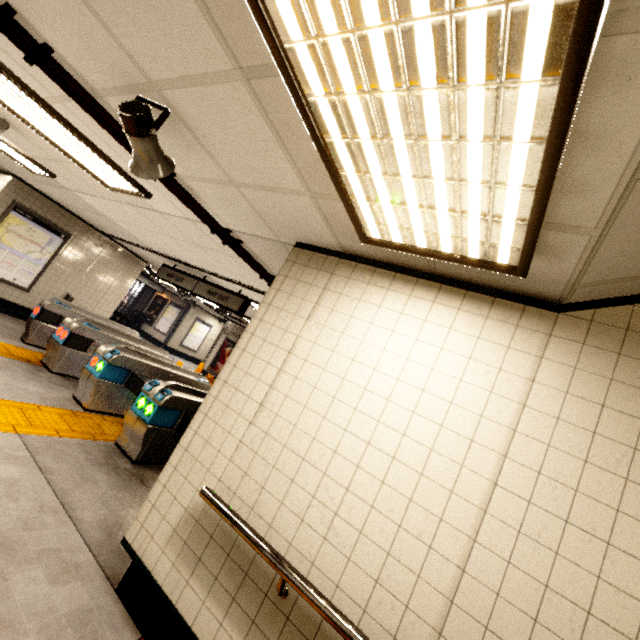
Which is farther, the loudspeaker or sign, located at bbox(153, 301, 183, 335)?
sign, located at bbox(153, 301, 183, 335)

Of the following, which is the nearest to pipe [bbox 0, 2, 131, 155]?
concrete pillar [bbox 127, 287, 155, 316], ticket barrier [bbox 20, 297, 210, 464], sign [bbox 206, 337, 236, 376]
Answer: ticket barrier [bbox 20, 297, 210, 464]

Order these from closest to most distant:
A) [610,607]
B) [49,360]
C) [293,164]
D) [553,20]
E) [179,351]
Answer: [553,20] → [610,607] → [293,164] → [49,360] → [179,351]

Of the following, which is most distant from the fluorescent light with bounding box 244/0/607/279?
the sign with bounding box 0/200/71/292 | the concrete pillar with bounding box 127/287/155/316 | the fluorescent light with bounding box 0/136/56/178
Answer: the concrete pillar with bounding box 127/287/155/316

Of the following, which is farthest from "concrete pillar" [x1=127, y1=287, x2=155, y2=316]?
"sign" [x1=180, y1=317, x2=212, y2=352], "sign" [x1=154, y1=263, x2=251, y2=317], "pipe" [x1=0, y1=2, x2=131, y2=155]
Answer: "pipe" [x1=0, y1=2, x2=131, y2=155]

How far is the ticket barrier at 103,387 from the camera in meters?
4.3

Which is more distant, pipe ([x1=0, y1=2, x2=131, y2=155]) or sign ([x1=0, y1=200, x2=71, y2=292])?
sign ([x1=0, y1=200, x2=71, y2=292])

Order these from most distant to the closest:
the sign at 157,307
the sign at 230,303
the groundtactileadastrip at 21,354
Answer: the sign at 157,307, the sign at 230,303, the groundtactileadastrip at 21,354
